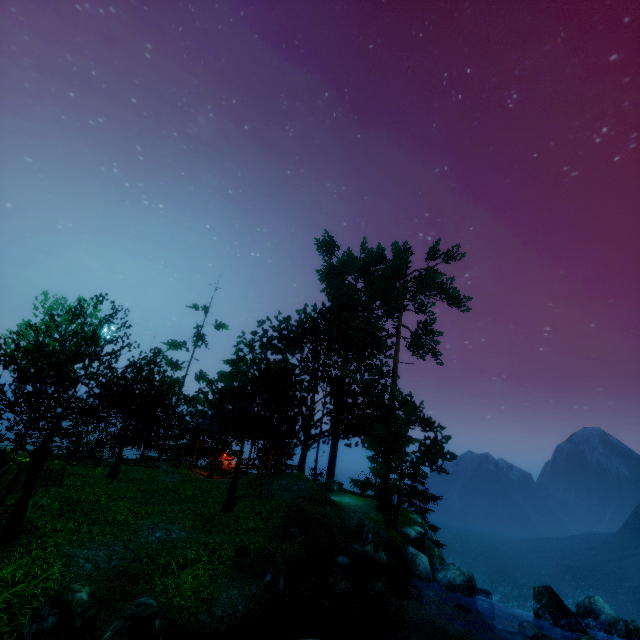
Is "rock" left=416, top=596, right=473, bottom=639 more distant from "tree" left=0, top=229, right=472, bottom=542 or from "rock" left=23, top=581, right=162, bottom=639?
"rock" left=23, top=581, right=162, bottom=639

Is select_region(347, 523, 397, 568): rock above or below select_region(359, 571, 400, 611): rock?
above

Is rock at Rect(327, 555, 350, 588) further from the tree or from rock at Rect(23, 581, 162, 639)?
rock at Rect(23, 581, 162, 639)

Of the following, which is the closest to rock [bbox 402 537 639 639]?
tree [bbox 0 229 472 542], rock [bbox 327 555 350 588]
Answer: rock [bbox 327 555 350 588]

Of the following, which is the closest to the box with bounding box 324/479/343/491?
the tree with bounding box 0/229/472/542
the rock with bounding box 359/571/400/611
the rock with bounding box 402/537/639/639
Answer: the tree with bounding box 0/229/472/542

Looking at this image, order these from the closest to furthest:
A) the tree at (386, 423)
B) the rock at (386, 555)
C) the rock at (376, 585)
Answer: the tree at (386, 423), the rock at (376, 585), the rock at (386, 555)

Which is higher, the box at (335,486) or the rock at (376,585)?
the box at (335,486)

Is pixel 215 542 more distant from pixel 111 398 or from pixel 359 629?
pixel 111 398
